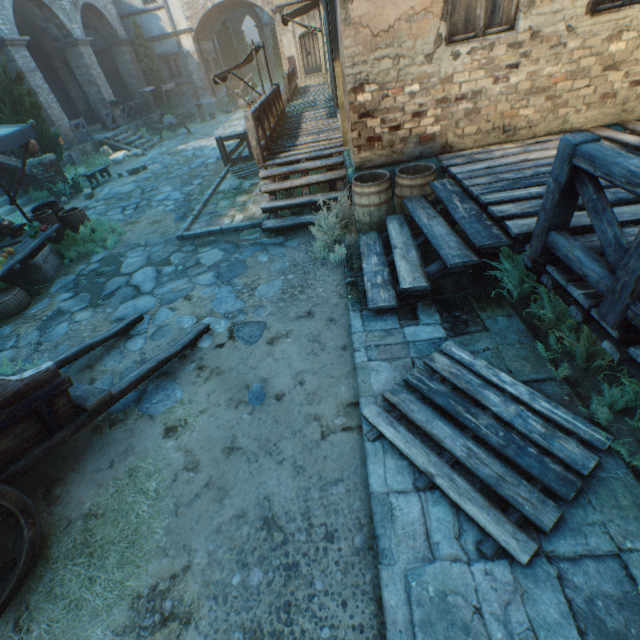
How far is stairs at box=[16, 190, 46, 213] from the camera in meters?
11.2 m

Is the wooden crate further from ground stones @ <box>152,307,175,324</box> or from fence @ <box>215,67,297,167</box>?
fence @ <box>215,67,297,167</box>

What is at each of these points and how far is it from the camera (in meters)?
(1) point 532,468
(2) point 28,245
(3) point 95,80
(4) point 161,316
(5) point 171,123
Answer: (1) pallet, 2.48
(2) table, 6.50
(3) building, 17.41
(4) ground stones, 5.09
(5) grinding wheel, 18.67

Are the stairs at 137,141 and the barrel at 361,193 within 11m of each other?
no

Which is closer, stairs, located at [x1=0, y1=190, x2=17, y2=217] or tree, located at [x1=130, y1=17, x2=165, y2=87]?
stairs, located at [x1=0, y1=190, x2=17, y2=217]

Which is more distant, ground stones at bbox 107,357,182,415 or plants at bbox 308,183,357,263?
plants at bbox 308,183,357,263

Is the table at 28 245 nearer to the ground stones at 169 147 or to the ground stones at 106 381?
the ground stones at 106 381

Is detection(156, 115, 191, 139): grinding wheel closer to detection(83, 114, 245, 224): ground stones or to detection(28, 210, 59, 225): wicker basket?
detection(83, 114, 245, 224): ground stones
